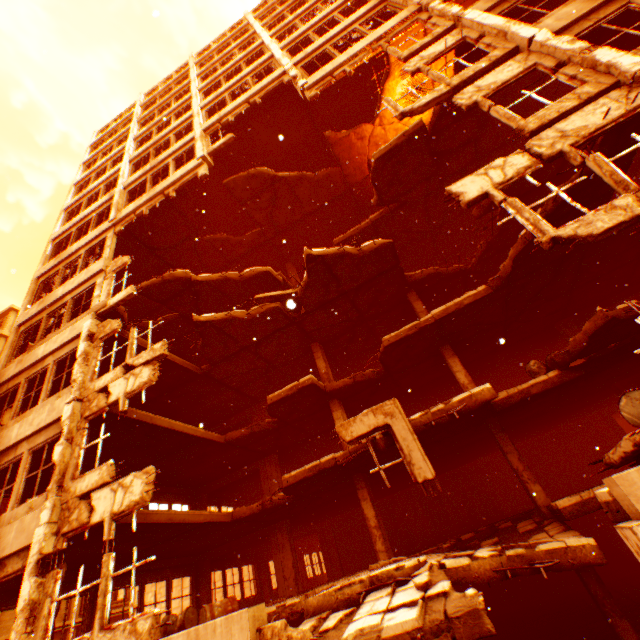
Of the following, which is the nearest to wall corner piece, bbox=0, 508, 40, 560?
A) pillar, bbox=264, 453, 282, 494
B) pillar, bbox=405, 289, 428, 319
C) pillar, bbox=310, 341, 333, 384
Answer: pillar, bbox=264, 453, 282, 494

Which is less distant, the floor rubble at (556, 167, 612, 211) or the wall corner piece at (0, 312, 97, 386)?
the floor rubble at (556, 167, 612, 211)

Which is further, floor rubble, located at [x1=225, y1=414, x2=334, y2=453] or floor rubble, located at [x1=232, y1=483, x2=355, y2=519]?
floor rubble, located at [x1=225, y1=414, x2=334, y2=453]

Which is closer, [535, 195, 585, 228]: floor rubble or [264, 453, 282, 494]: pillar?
[535, 195, 585, 228]: floor rubble

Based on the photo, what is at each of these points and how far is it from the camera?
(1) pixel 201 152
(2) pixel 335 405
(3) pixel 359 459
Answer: (1) pillar, 13.58m
(2) pillar, 13.29m
(3) floor rubble, 10.29m

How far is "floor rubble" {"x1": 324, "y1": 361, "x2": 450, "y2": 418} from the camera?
12.9 meters

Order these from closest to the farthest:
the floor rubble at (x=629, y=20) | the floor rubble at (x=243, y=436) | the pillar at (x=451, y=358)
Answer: the floor rubble at (x=629, y=20)
the pillar at (x=451, y=358)
the floor rubble at (x=243, y=436)

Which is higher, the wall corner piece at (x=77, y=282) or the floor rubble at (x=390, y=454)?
the wall corner piece at (x=77, y=282)
